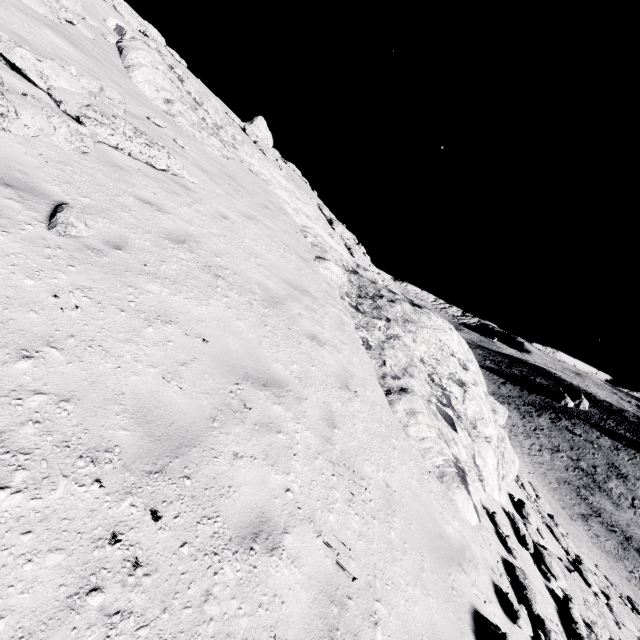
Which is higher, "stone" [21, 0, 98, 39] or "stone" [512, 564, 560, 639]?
"stone" [21, 0, 98, 39]

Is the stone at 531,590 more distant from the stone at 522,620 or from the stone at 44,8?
the stone at 44,8

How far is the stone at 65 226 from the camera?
4.0m

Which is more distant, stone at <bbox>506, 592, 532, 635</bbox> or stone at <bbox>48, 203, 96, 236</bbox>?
stone at <bbox>506, 592, 532, 635</bbox>

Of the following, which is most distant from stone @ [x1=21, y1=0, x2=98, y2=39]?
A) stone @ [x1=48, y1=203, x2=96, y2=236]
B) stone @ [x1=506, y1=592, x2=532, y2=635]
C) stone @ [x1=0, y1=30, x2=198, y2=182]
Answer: stone @ [x1=506, y1=592, x2=532, y2=635]

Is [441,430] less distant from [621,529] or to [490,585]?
[490,585]

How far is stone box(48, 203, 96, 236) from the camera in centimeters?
400cm

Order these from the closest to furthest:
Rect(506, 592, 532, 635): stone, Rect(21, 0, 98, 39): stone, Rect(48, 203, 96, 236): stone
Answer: Rect(48, 203, 96, 236): stone
Rect(506, 592, 532, 635): stone
Rect(21, 0, 98, 39): stone
